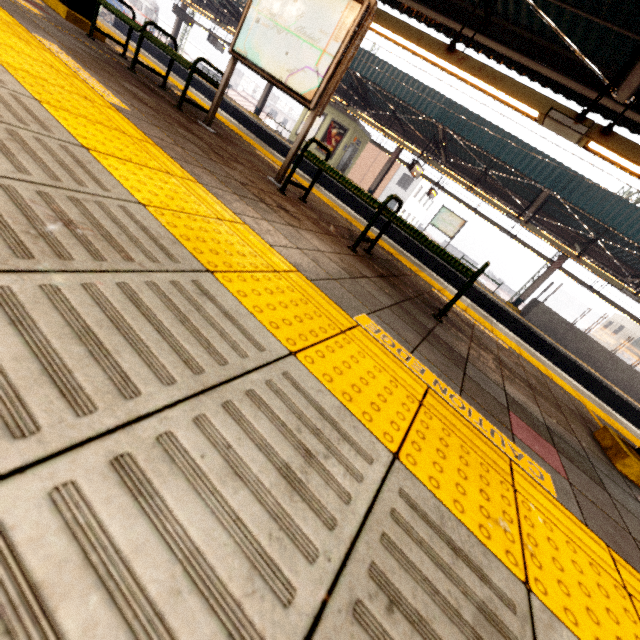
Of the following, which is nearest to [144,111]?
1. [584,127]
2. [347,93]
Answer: [584,127]

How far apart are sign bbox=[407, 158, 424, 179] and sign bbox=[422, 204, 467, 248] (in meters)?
2.22

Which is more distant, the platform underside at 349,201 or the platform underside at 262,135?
the platform underside at 262,135

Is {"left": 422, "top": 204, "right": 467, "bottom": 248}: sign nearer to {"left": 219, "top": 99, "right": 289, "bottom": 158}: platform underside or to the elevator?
{"left": 219, "top": 99, "right": 289, "bottom": 158}: platform underside

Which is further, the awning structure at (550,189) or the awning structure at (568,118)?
the awning structure at (550,189)

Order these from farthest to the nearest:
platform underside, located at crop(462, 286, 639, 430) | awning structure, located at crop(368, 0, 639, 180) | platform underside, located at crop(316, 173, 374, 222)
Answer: platform underside, located at crop(316, 173, 374, 222) < platform underside, located at crop(462, 286, 639, 430) < awning structure, located at crop(368, 0, 639, 180)

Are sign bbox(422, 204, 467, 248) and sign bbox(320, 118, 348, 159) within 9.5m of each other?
yes

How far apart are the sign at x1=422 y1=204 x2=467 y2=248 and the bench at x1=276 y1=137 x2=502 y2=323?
14.46m
